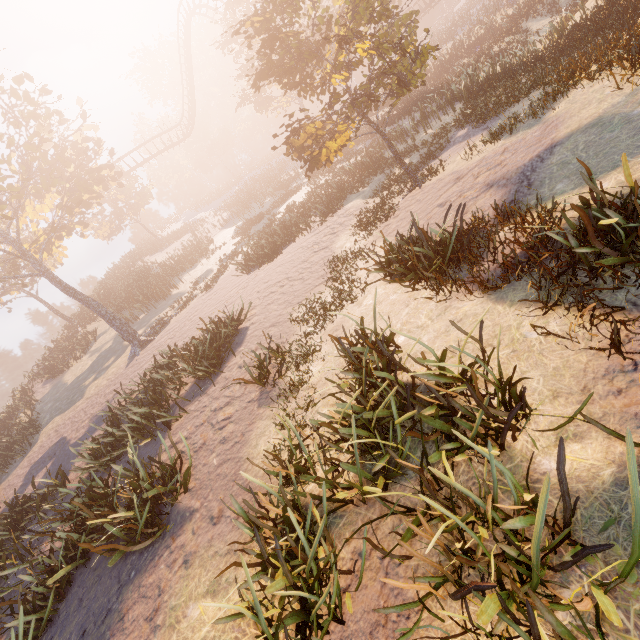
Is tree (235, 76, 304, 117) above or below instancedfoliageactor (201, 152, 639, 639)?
above

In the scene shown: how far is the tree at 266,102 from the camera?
27.97m

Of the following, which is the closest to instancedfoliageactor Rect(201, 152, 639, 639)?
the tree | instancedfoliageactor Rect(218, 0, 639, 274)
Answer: instancedfoliageactor Rect(218, 0, 639, 274)

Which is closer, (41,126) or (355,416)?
(355,416)

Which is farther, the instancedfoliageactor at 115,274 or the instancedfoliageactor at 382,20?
the instancedfoliageactor at 115,274

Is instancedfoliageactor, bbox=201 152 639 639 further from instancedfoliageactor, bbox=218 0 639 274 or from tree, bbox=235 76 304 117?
tree, bbox=235 76 304 117
